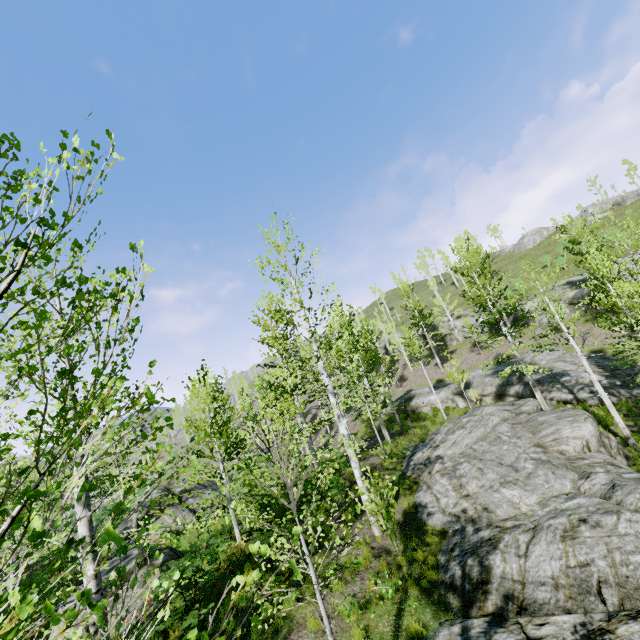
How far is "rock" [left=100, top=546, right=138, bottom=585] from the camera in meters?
9.9 m

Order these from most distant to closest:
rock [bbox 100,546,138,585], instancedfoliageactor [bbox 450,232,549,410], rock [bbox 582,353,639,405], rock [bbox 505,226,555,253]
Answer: rock [bbox 505,226,555,253]
instancedfoliageactor [bbox 450,232,549,410]
rock [bbox 582,353,639,405]
rock [bbox 100,546,138,585]

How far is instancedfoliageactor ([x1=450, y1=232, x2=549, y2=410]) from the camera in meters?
19.2

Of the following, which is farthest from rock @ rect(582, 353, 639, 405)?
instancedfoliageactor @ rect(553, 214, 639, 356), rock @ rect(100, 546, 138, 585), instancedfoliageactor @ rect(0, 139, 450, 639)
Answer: rock @ rect(100, 546, 138, 585)

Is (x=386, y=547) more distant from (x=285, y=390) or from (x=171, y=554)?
(x=171, y=554)

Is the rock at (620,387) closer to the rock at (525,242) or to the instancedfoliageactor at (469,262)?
the instancedfoliageactor at (469,262)

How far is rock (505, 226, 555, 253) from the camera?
52.8m

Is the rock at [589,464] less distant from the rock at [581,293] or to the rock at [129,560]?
the rock at [129,560]
